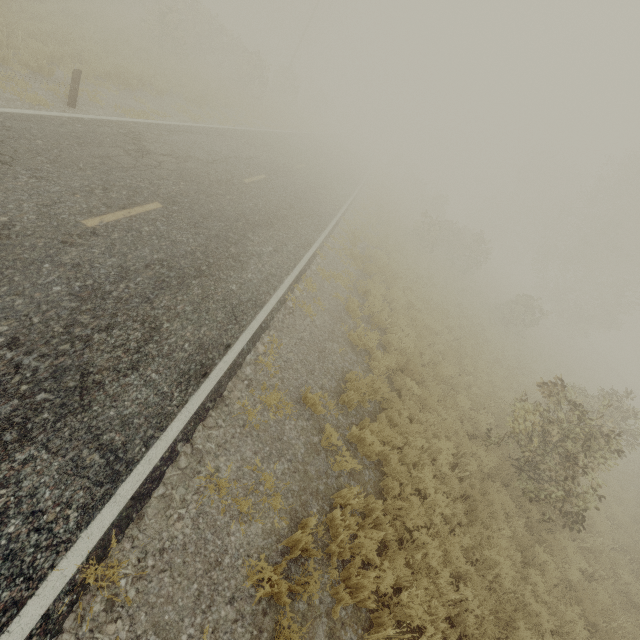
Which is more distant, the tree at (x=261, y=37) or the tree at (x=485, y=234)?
the tree at (x=485, y=234)

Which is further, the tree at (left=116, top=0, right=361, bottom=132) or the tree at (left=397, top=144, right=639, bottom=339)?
the tree at (left=397, top=144, right=639, bottom=339)

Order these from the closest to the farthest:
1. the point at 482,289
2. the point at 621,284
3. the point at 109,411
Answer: the point at 109,411
the point at 482,289
the point at 621,284
